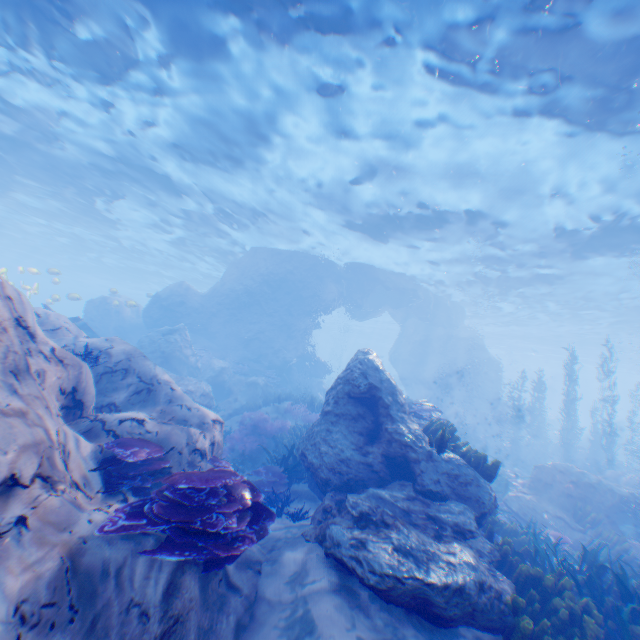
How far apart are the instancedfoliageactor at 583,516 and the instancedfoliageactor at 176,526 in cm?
1040

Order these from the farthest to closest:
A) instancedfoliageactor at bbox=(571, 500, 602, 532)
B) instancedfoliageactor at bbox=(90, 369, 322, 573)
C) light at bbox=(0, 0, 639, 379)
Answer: instancedfoliageactor at bbox=(571, 500, 602, 532)
light at bbox=(0, 0, 639, 379)
instancedfoliageactor at bbox=(90, 369, 322, 573)

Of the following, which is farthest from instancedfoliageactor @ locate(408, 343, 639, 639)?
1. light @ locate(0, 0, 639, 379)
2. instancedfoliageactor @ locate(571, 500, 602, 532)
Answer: light @ locate(0, 0, 639, 379)

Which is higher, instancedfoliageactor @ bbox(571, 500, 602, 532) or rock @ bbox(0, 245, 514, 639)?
rock @ bbox(0, 245, 514, 639)

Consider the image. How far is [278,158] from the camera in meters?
14.3 m

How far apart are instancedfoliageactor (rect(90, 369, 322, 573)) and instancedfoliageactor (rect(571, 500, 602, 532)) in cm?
1040

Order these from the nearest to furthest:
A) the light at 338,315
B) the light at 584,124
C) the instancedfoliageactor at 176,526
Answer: the instancedfoliageactor at 176,526
the light at 584,124
the light at 338,315

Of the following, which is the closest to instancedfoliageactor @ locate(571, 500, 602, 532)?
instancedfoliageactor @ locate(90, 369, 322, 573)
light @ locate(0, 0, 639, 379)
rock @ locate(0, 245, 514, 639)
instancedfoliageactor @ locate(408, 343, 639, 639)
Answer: rock @ locate(0, 245, 514, 639)
